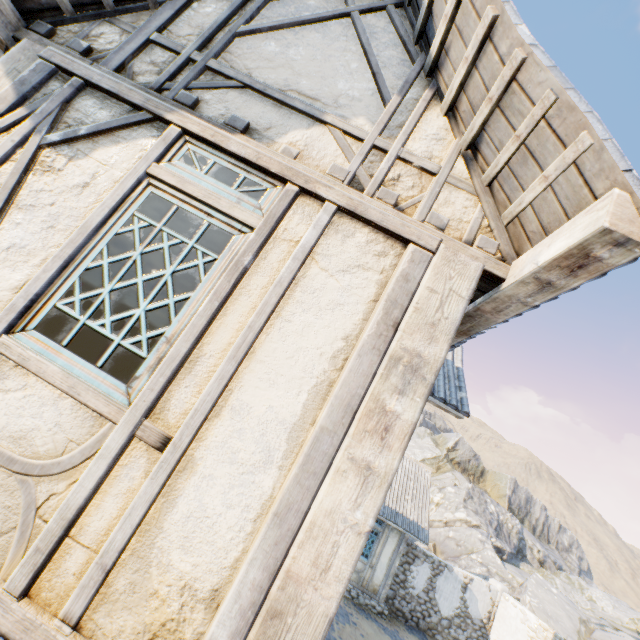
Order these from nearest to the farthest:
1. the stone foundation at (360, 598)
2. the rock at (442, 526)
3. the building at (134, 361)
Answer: the building at (134, 361)
the stone foundation at (360, 598)
the rock at (442, 526)

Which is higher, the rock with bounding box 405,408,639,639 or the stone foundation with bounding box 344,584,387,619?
the rock with bounding box 405,408,639,639

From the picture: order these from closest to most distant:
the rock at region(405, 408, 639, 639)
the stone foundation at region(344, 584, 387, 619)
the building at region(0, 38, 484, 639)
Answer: the building at region(0, 38, 484, 639) < the stone foundation at region(344, 584, 387, 619) < the rock at region(405, 408, 639, 639)

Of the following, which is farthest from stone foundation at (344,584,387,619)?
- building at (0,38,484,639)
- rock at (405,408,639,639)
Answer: building at (0,38,484,639)

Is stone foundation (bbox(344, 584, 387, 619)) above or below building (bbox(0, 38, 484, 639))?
below

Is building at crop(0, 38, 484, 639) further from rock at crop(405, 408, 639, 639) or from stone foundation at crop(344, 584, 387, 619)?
rock at crop(405, 408, 639, 639)

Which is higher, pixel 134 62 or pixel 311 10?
pixel 311 10

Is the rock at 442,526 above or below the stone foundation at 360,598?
above
